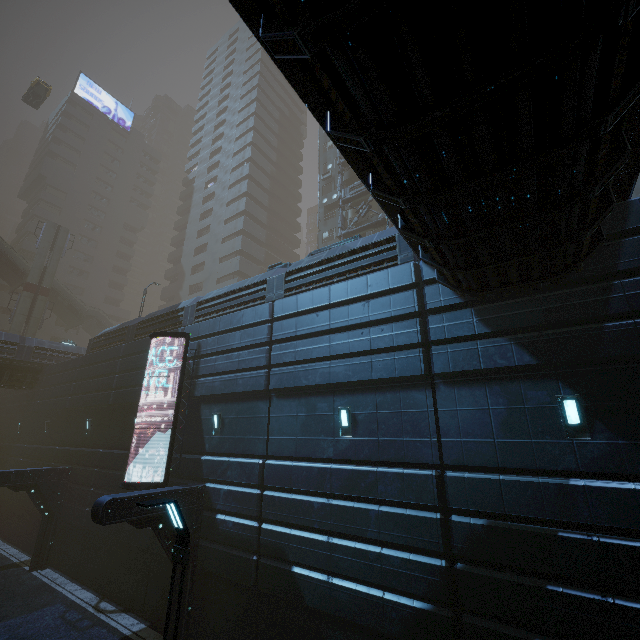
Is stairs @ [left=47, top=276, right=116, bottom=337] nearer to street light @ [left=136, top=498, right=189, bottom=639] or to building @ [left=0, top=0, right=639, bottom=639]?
building @ [left=0, top=0, right=639, bottom=639]

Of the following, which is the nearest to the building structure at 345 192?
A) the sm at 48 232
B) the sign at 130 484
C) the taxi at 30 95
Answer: the sign at 130 484

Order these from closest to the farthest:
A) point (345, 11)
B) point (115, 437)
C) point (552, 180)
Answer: point (345, 11), point (552, 180), point (115, 437)

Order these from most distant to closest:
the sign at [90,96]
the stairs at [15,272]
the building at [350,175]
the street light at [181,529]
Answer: the sign at [90,96] < the stairs at [15,272] < the building at [350,175] < the street light at [181,529]

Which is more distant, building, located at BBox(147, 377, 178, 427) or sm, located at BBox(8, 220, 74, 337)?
sm, located at BBox(8, 220, 74, 337)

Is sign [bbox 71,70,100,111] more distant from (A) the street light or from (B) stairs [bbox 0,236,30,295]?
(A) the street light

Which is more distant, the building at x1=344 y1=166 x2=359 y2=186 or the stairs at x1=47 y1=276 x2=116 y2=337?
the stairs at x1=47 y1=276 x2=116 y2=337

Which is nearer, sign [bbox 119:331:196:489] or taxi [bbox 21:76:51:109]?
sign [bbox 119:331:196:489]
